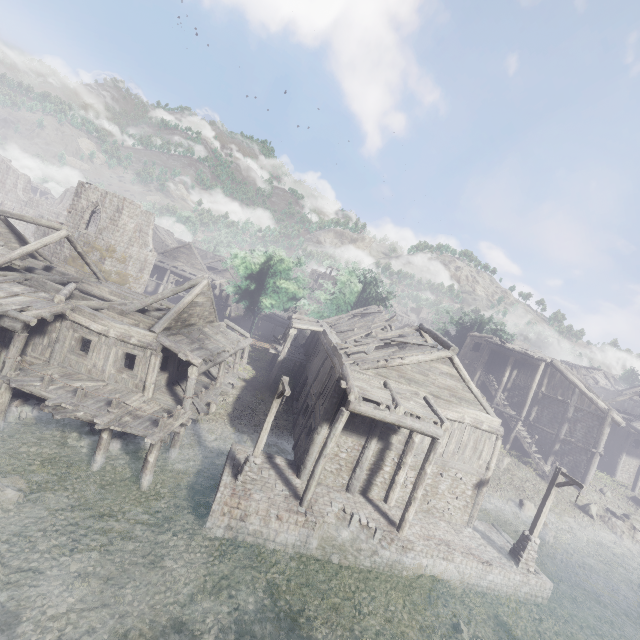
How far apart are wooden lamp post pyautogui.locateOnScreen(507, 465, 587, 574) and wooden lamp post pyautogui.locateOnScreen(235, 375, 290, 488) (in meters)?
13.00

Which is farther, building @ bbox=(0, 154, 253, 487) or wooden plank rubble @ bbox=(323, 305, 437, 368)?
wooden plank rubble @ bbox=(323, 305, 437, 368)

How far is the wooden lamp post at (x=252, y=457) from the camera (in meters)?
13.07

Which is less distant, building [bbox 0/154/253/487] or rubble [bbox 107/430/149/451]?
building [bbox 0/154/253/487]

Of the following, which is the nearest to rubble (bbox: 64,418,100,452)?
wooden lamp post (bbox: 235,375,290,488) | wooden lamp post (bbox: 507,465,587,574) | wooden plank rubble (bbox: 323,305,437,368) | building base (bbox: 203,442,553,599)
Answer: building base (bbox: 203,442,553,599)

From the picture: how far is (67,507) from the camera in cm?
1141

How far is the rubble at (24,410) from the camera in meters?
14.7 m

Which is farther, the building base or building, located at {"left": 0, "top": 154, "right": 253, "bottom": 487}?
building, located at {"left": 0, "top": 154, "right": 253, "bottom": 487}
